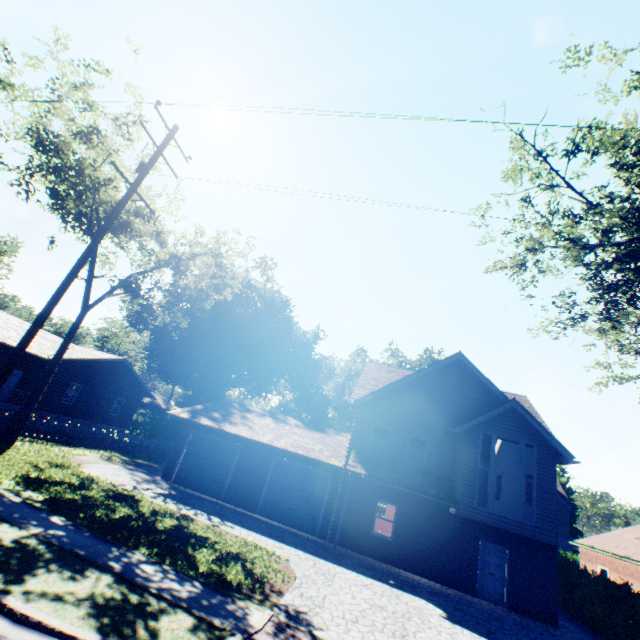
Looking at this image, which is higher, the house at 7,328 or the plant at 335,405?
the plant at 335,405

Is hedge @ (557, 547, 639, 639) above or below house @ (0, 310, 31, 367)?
below

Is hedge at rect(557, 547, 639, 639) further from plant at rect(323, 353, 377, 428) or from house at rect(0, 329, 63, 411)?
house at rect(0, 329, 63, 411)

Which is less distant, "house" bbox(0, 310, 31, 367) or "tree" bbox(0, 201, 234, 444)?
"tree" bbox(0, 201, 234, 444)

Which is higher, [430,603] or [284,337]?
[284,337]

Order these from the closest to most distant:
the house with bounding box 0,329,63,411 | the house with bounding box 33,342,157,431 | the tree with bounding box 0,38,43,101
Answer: the tree with bounding box 0,38,43,101 < the house with bounding box 0,329,63,411 < the house with bounding box 33,342,157,431

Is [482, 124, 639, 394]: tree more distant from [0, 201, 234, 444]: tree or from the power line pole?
[0, 201, 234, 444]: tree

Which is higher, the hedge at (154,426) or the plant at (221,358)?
the plant at (221,358)
